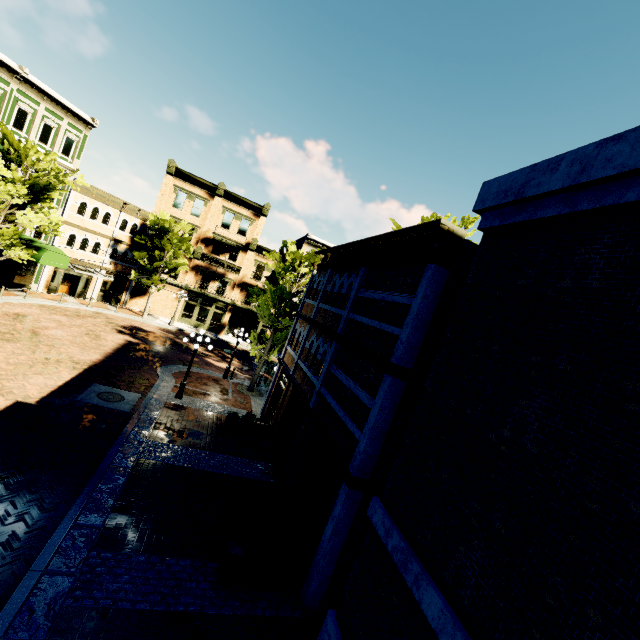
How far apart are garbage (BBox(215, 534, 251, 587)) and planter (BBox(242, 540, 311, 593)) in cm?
7

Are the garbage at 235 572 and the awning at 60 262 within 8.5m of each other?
no

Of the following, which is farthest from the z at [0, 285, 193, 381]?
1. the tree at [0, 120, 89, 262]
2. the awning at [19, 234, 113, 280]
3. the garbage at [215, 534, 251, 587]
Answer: the garbage at [215, 534, 251, 587]

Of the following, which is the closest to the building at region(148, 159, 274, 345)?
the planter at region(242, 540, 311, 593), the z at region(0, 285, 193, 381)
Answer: the z at region(0, 285, 193, 381)

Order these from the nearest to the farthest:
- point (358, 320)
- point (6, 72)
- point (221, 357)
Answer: point (358, 320), point (6, 72), point (221, 357)

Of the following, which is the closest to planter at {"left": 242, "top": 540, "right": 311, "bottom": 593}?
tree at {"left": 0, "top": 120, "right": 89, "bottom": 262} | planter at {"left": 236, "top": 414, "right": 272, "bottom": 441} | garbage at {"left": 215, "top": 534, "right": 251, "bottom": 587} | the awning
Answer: garbage at {"left": 215, "top": 534, "right": 251, "bottom": 587}

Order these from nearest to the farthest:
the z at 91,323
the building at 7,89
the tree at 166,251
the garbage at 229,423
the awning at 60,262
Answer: the garbage at 229,423
the z at 91,323
the building at 7,89
the awning at 60,262
the tree at 166,251

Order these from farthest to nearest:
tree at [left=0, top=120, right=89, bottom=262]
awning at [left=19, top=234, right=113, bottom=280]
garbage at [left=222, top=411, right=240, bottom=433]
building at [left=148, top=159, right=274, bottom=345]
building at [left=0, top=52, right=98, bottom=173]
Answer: building at [left=148, top=159, right=274, bottom=345]
awning at [left=19, top=234, right=113, bottom=280]
building at [left=0, top=52, right=98, bottom=173]
tree at [left=0, top=120, right=89, bottom=262]
garbage at [left=222, top=411, right=240, bottom=433]
